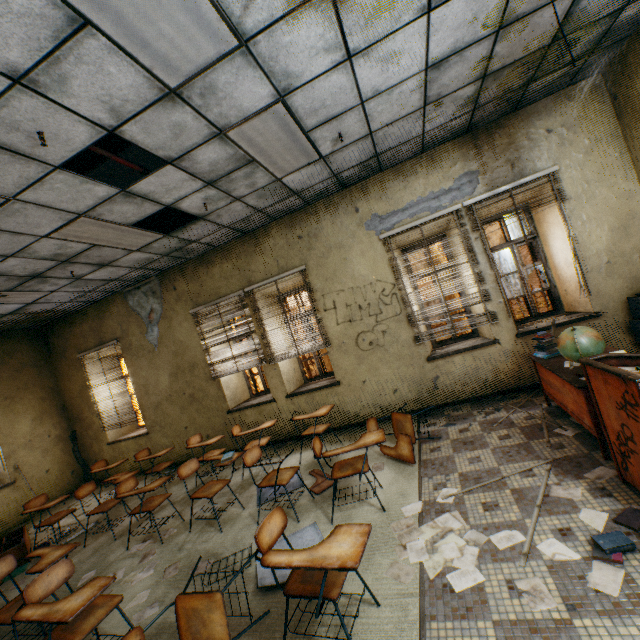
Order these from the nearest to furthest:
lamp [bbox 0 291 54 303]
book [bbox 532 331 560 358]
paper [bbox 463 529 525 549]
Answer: paper [bbox 463 529 525 549] < book [bbox 532 331 560 358] < lamp [bbox 0 291 54 303]

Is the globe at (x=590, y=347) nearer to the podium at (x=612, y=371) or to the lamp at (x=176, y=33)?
the podium at (x=612, y=371)

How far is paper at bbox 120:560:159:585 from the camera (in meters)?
3.33

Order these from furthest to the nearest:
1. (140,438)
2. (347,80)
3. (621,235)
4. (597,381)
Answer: (140,438) < (621,235) < (347,80) < (597,381)

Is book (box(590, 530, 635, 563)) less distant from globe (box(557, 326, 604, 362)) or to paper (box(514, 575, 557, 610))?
paper (box(514, 575, 557, 610))

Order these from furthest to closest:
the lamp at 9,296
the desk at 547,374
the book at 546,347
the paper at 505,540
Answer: the lamp at 9,296 → the book at 546,347 → the desk at 547,374 → the paper at 505,540

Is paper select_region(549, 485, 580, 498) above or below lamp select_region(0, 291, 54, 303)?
below

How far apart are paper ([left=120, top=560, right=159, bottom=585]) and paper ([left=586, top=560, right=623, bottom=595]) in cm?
260
